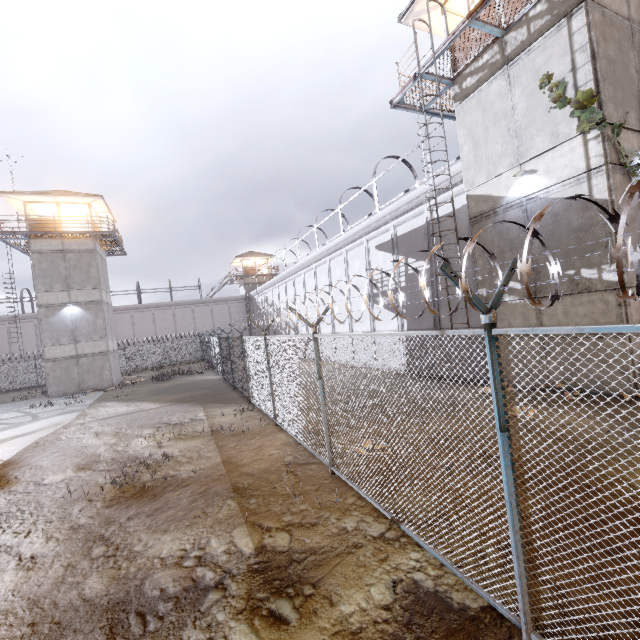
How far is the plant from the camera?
7.67m

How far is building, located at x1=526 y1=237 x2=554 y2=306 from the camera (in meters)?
9.19

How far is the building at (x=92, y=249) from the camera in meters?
23.5

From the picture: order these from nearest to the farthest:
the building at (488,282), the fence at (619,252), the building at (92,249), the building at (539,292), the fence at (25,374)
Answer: the fence at (619,252), the building at (539,292), the building at (488,282), the building at (92,249), the fence at (25,374)

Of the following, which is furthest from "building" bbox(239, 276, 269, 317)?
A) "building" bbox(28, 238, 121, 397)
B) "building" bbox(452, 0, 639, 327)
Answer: "building" bbox(452, 0, 639, 327)

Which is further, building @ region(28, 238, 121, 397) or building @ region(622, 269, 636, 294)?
building @ region(28, 238, 121, 397)

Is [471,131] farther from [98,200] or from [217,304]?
[217,304]

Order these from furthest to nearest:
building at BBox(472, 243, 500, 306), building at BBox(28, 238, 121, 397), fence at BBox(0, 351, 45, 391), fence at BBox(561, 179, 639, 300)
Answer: fence at BBox(0, 351, 45, 391) < building at BBox(28, 238, 121, 397) < building at BBox(472, 243, 500, 306) < fence at BBox(561, 179, 639, 300)
